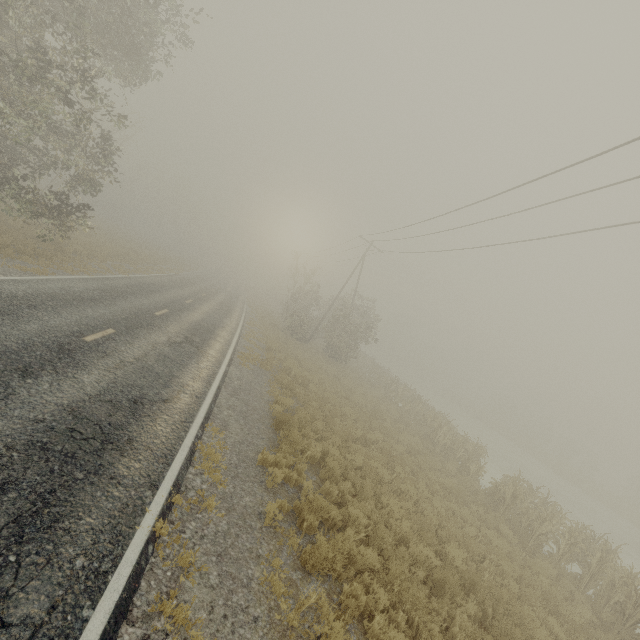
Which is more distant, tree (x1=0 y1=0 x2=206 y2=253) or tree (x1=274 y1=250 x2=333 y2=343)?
tree (x1=274 y1=250 x2=333 y2=343)

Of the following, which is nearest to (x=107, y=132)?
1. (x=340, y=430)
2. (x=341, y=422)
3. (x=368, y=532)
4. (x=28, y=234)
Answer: (x=28, y=234)

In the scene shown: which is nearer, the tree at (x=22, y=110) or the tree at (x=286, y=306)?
the tree at (x=22, y=110)

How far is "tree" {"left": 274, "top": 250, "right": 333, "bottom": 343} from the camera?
29.26m

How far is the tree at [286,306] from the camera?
29.3 meters
